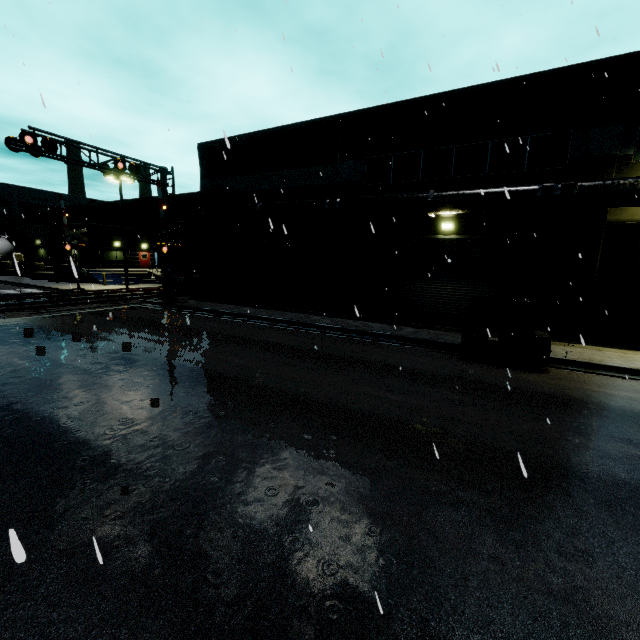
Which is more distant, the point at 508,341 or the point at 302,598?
the point at 508,341

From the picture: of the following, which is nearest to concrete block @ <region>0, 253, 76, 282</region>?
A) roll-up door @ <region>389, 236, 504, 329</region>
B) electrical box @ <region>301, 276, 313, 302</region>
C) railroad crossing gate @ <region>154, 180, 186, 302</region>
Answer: railroad crossing gate @ <region>154, 180, 186, 302</region>

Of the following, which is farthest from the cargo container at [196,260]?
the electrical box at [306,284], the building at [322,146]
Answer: the electrical box at [306,284]

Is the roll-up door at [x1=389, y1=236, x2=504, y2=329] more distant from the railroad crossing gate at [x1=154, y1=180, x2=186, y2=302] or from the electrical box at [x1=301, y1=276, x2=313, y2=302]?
the railroad crossing gate at [x1=154, y1=180, x2=186, y2=302]

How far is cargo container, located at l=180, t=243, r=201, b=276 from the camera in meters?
25.0 m

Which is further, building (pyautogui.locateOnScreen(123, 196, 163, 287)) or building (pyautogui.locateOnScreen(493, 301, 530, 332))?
building (pyautogui.locateOnScreen(123, 196, 163, 287))

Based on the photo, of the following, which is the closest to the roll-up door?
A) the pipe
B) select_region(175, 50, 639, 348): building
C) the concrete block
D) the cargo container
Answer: select_region(175, 50, 639, 348): building

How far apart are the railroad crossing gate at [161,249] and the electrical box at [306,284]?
7.3m
